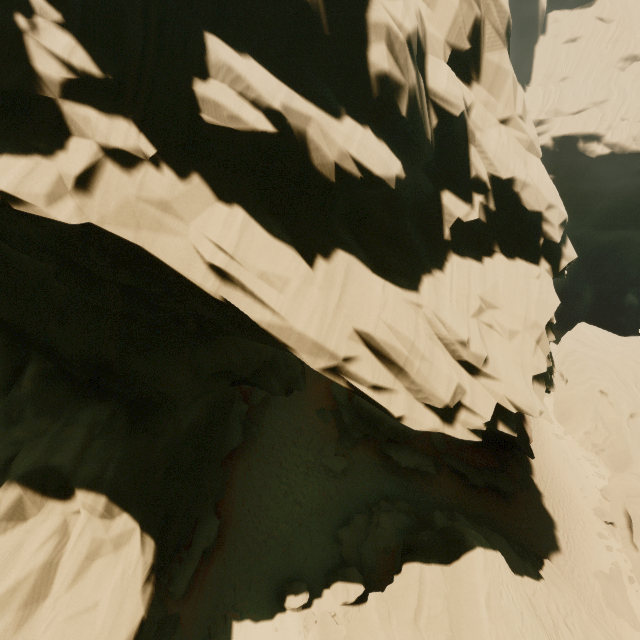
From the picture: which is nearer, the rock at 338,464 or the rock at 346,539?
the rock at 346,539

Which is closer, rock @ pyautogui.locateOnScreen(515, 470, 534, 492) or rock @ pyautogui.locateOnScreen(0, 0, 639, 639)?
rock @ pyautogui.locateOnScreen(0, 0, 639, 639)

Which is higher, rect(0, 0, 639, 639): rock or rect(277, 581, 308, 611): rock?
rect(0, 0, 639, 639): rock

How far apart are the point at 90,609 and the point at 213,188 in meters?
12.6

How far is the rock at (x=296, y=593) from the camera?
14.73m

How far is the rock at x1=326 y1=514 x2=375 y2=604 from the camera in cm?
1562

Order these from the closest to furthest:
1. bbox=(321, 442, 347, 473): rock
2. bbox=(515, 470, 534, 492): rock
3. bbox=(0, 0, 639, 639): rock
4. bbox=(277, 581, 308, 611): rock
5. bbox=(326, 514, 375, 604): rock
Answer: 1. bbox=(0, 0, 639, 639): rock
2. bbox=(277, 581, 308, 611): rock
3. bbox=(326, 514, 375, 604): rock
4. bbox=(321, 442, 347, 473): rock
5. bbox=(515, 470, 534, 492): rock
